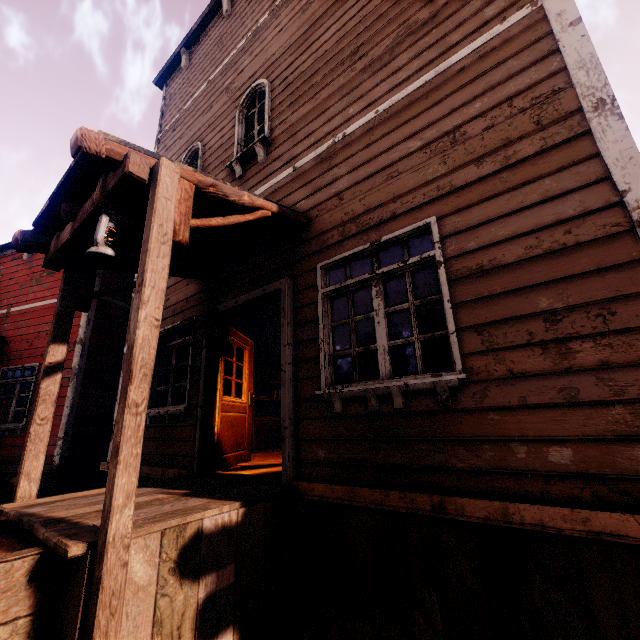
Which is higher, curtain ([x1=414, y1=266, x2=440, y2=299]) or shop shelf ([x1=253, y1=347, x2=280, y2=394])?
shop shelf ([x1=253, y1=347, x2=280, y2=394])

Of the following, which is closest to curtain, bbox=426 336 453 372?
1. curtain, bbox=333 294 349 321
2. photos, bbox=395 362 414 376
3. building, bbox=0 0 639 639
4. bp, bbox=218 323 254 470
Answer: building, bbox=0 0 639 639

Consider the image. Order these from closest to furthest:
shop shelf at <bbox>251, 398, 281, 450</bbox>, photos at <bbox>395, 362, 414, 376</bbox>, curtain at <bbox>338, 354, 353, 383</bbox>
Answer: curtain at <bbox>338, 354, 353, 383</bbox>, shop shelf at <bbox>251, 398, 281, 450</bbox>, photos at <bbox>395, 362, 414, 376</bbox>

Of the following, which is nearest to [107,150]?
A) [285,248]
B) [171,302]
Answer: [285,248]

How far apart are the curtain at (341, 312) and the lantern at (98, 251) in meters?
2.1 m

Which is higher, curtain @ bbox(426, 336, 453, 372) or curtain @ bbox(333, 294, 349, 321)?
curtain @ bbox(333, 294, 349, 321)

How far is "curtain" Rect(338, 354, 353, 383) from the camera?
3.4 meters
